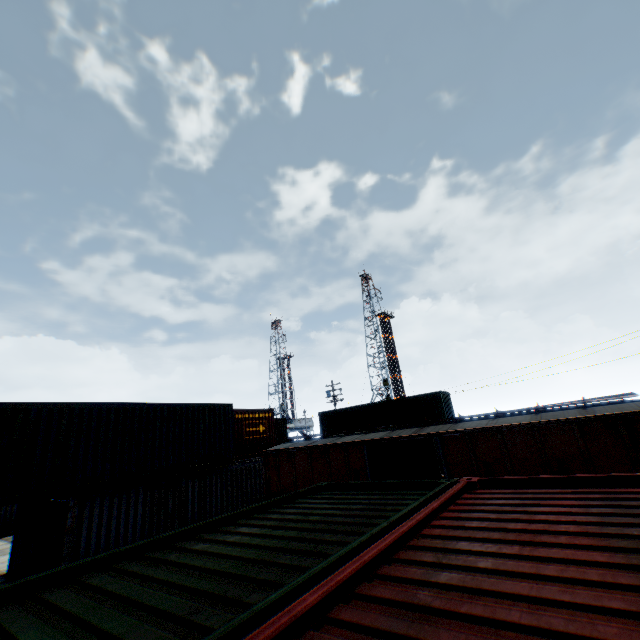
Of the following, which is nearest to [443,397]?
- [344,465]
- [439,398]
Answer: [439,398]

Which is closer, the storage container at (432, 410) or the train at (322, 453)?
the train at (322, 453)

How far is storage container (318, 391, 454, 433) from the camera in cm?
2545

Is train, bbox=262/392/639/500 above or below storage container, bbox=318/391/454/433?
below

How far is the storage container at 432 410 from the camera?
25.5m

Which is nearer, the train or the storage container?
the train
